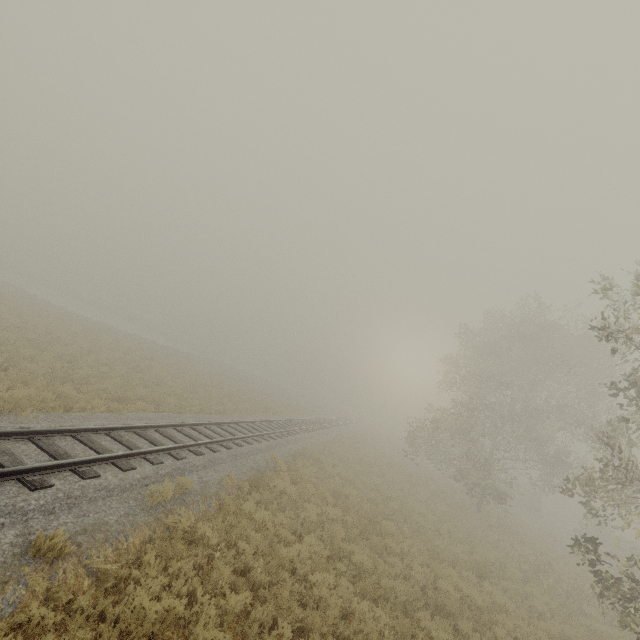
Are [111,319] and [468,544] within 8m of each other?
no
